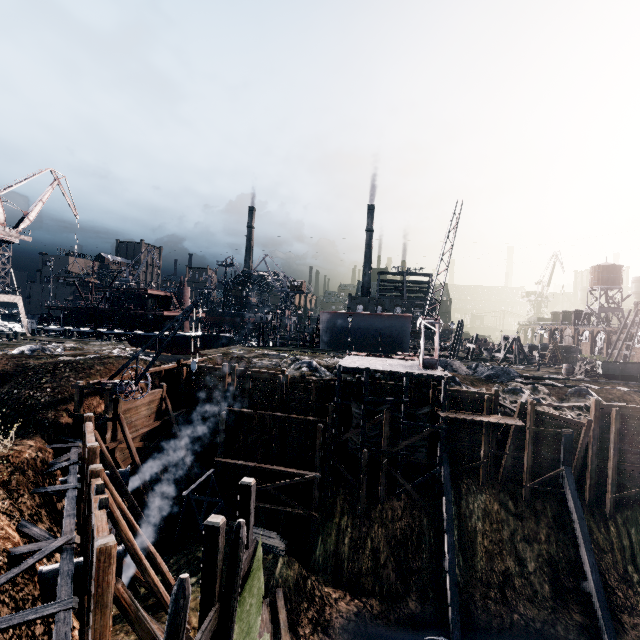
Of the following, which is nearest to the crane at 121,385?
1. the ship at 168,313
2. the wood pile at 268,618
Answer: the wood pile at 268,618

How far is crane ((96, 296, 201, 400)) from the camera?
19.94m

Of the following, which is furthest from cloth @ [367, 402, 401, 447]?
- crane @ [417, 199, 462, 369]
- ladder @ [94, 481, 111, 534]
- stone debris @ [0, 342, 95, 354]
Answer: stone debris @ [0, 342, 95, 354]

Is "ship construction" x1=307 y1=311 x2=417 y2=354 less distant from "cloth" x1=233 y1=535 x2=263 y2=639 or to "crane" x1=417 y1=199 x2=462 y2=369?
"crane" x1=417 y1=199 x2=462 y2=369

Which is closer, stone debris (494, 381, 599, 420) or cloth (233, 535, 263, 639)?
cloth (233, 535, 263, 639)

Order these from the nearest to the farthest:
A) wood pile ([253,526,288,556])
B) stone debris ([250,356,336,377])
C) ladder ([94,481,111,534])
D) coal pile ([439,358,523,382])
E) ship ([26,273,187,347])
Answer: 1. ladder ([94,481,111,534])
2. wood pile ([253,526,288,556])
3. stone debris ([250,356,336,377])
4. coal pile ([439,358,523,382])
5. ship ([26,273,187,347])

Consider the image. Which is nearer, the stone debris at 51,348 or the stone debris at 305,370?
the stone debris at 51,348

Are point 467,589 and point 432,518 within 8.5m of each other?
yes
